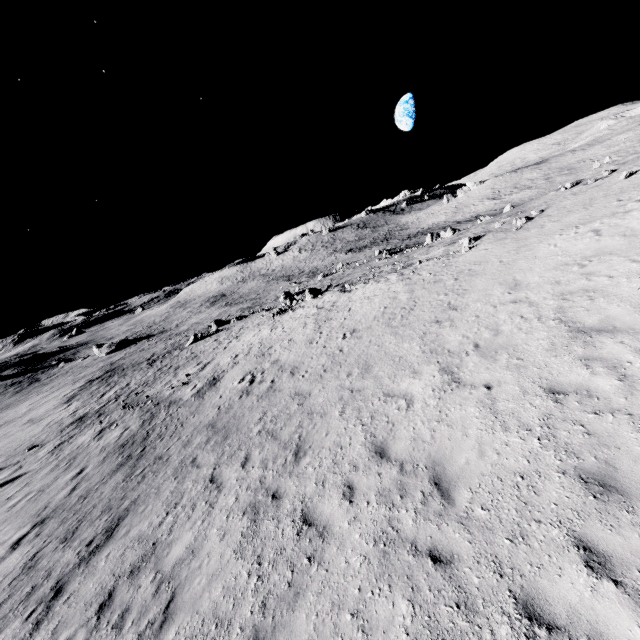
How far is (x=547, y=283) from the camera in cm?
1038
